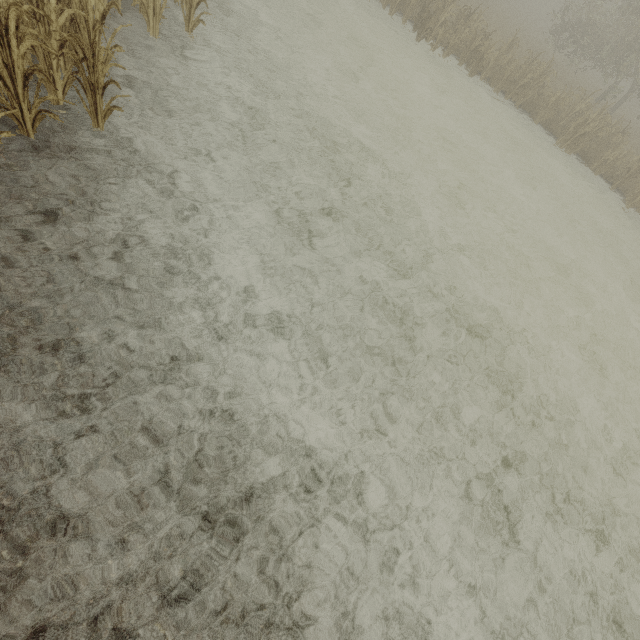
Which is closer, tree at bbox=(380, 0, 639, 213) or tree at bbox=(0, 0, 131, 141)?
tree at bbox=(0, 0, 131, 141)

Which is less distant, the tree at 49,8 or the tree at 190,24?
the tree at 49,8

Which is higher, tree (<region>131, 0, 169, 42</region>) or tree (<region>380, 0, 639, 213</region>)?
tree (<region>380, 0, 639, 213</region>)

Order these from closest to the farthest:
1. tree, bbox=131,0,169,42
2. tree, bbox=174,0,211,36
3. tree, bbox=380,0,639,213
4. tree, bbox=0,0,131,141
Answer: tree, bbox=0,0,131,141 < tree, bbox=131,0,169,42 < tree, bbox=174,0,211,36 < tree, bbox=380,0,639,213

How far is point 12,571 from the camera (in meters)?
2.44

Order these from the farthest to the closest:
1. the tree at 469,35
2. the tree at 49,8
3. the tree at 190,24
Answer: the tree at 469,35 → the tree at 190,24 → the tree at 49,8
